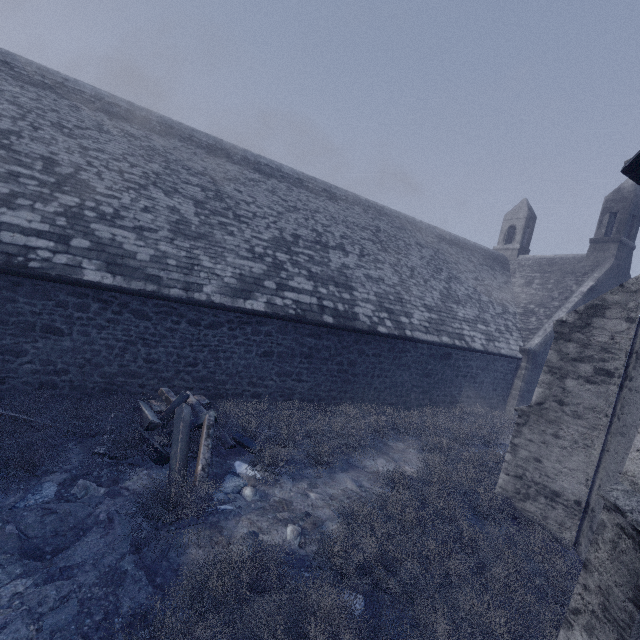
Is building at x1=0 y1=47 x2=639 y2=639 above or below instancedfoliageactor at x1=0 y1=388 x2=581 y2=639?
above

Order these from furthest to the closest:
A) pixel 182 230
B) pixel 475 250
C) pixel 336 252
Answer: pixel 475 250 → pixel 336 252 → pixel 182 230

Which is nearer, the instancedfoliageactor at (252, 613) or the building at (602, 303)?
the instancedfoliageactor at (252, 613)

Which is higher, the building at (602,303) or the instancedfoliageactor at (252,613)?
the building at (602,303)

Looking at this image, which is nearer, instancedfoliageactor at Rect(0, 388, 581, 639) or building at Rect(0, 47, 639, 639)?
instancedfoliageactor at Rect(0, 388, 581, 639)
